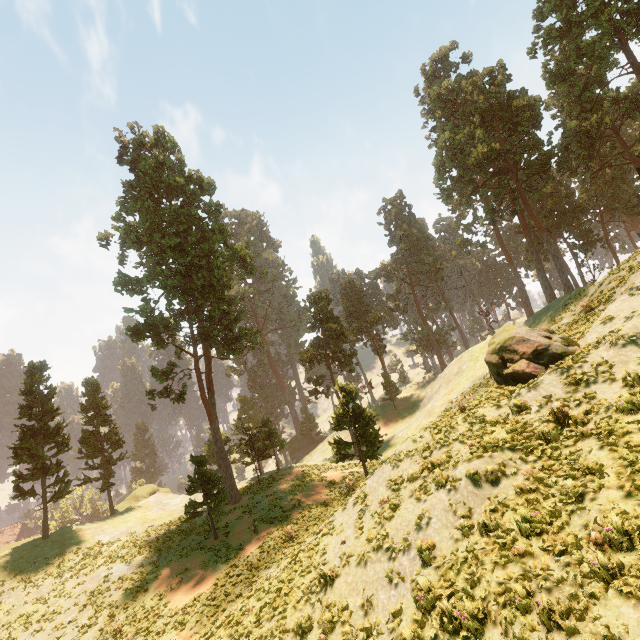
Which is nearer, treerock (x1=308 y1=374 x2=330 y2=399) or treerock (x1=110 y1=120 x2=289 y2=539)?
treerock (x1=110 y1=120 x2=289 y2=539)

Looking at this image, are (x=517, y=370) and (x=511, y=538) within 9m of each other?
yes

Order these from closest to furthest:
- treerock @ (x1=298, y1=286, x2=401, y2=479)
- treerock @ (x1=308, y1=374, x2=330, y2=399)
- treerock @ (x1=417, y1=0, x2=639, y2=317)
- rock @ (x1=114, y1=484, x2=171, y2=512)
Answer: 1. treerock @ (x1=298, y1=286, x2=401, y2=479)
2. treerock @ (x1=417, y1=0, x2=639, y2=317)
3. rock @ (x1=114, y1=484, x2=171, y2=512)
4. treerock @ (x1=308, y1=374, x2=330, y2=399)

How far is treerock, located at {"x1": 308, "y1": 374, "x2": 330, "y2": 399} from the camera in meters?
44.7

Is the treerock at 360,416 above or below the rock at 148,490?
above

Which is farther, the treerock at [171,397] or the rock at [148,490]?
the rock at [148,490]
